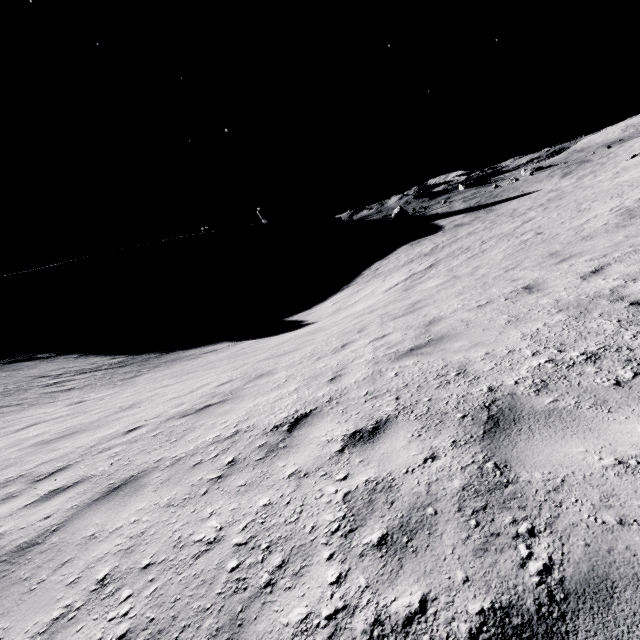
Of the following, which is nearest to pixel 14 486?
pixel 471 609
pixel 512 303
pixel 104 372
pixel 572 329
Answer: pixel 471 609
